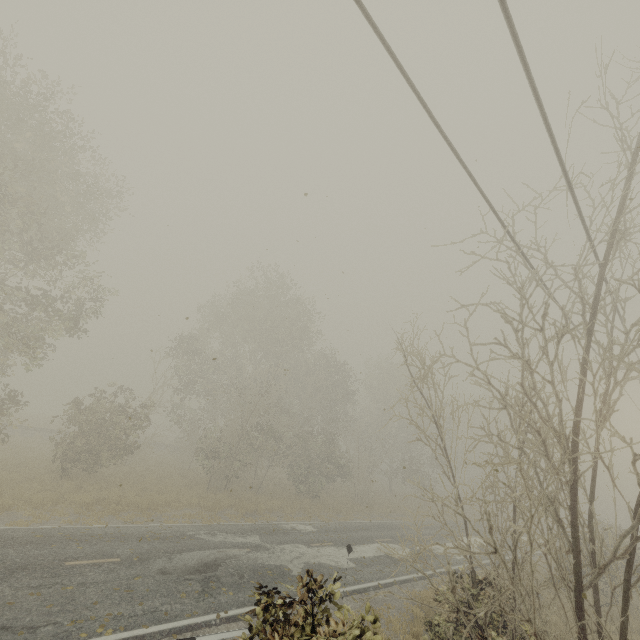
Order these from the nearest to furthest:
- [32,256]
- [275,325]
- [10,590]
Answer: [10,590], [32,256], [275,325]
